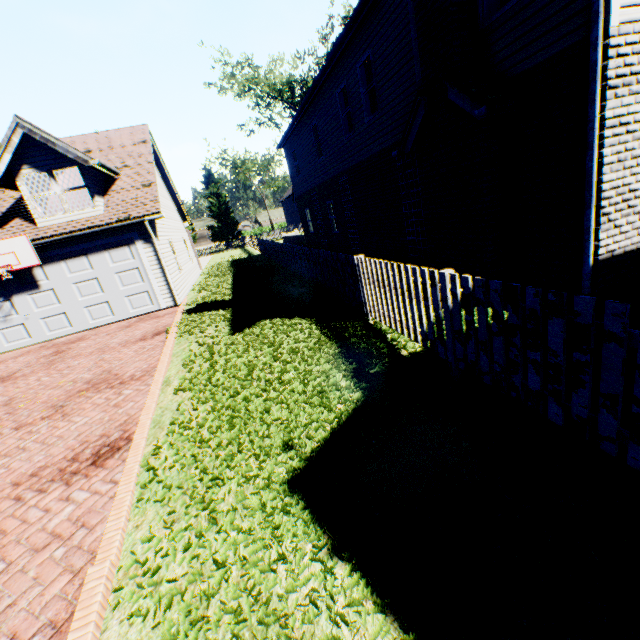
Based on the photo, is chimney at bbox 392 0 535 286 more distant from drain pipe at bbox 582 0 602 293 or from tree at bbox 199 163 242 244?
tree at bbox 199 163 242 244

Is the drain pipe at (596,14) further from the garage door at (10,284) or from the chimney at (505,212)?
the garage door at (10,284)

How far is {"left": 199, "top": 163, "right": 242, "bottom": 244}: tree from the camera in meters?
46.3

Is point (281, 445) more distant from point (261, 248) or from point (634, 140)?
point (261, 248)

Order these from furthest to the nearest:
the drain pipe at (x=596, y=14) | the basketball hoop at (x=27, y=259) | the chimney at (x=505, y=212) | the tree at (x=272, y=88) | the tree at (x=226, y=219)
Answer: the tree at (x=226, y=219) → the tree at (x=272, y=88) → the basketball hoop at (x=27, y=259) → the chimney at (x=505, y=212) → the drain pipe at (x=596, y=14)

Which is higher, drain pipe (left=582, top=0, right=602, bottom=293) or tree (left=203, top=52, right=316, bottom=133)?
tree (left=203, top=52, right=316, bottom=133)

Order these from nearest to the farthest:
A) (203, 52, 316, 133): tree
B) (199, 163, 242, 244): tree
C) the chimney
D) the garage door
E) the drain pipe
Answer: the drain pipe → the chimney → the garage door → (203, 52, 316, 133): tree → (199, 163, 242, 244): tree
